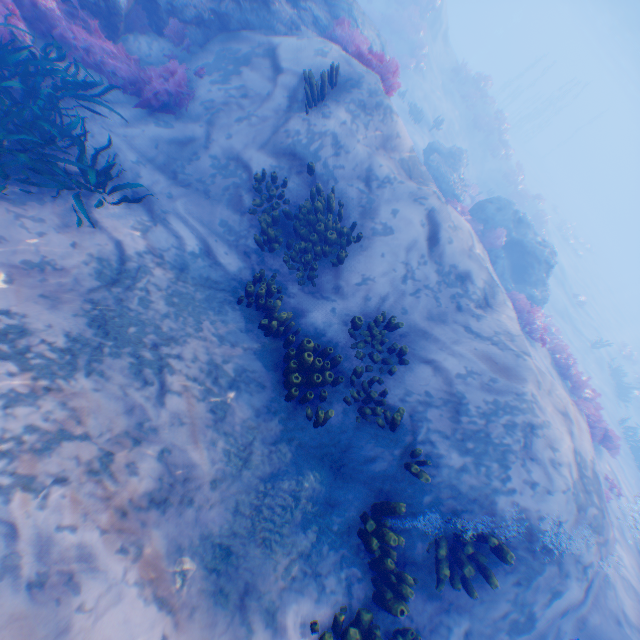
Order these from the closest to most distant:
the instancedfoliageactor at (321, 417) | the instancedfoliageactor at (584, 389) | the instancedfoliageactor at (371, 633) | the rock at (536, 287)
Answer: the instancedfoliageactor at (371, 633) → the instancedfoliageactor at (321, 417) → the instancedfoliageactor at (584, 389) → the rock at (536, 287)

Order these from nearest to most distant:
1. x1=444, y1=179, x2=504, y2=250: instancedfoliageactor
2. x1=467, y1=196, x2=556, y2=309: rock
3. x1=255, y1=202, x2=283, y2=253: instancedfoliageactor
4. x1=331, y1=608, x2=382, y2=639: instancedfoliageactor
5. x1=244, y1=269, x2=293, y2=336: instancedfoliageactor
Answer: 1. x1=331, y1=608, x2=382, y2=639: instancedfoliageactor
2. x1=244, y1=269, x2=293, y2=336: instancedfoliageactor
3. x1=255, y1=202, x2=283, y2=253: instancedfoliageactor
4. x1=444, y1=179, x2=504, y2=250: instancedfoliageactor
5. x1=467, y1=196, x2=556, y2=309: rock

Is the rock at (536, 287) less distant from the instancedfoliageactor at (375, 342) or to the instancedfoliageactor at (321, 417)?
the instancedfoliageactor at (375, 342)

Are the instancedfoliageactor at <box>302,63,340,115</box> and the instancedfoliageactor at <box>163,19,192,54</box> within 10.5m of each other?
yes

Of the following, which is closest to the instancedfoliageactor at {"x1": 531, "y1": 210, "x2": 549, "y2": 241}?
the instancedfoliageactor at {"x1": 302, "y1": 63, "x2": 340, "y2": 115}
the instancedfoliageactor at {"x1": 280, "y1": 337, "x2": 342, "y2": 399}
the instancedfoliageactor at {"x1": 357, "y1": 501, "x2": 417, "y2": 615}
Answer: the instancedfoliageactor at {"x1": 302, "y1": 63, "x2": 340, "y2": 115}

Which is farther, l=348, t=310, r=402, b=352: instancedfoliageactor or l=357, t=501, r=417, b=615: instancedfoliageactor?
l=348, t=310, r=402, b=352: instancedfoliageactor

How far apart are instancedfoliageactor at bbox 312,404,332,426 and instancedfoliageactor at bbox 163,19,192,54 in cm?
891

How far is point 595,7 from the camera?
37.5 meters
